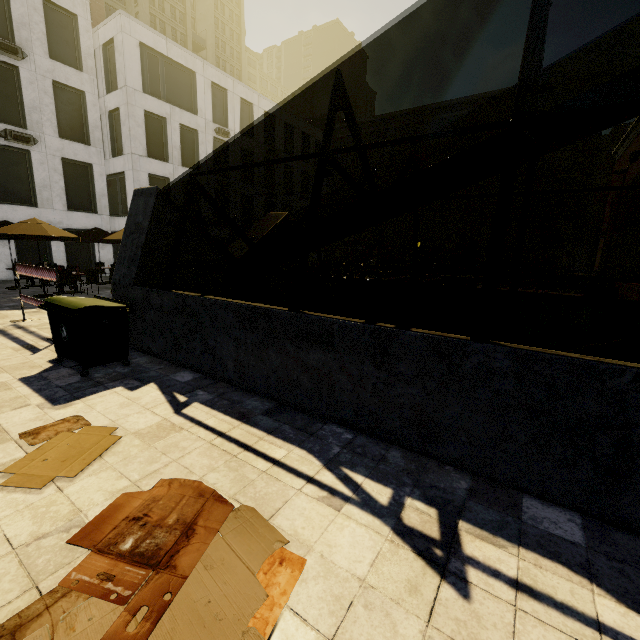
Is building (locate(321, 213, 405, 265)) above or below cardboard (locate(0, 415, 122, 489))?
above

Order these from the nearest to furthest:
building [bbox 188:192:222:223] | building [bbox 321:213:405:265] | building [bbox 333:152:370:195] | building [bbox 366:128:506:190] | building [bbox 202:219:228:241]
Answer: building [bbox 188:192:222:223] < building [bbox 202:219:228:241] < building [bbox 366:128:506:190] < building [bbox 321:213:405:265] < building [bbox 333:152:370:195]

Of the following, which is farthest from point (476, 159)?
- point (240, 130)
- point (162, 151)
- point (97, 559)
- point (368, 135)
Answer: point (368, 135)

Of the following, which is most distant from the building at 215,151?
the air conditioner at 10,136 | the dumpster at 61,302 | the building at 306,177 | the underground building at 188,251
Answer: the air conditioner at 10,136

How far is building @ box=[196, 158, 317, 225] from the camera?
28.2m

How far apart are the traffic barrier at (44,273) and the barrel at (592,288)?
21.19m

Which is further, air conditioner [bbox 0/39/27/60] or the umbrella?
air conditioner [bbox 0/39/27/60]

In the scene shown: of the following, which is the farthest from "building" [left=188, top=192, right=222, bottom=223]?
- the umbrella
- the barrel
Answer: the barrel
